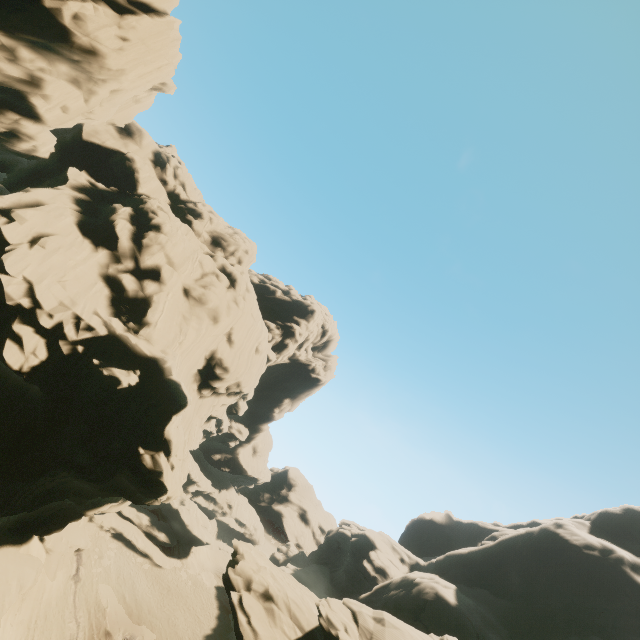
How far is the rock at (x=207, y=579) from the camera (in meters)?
44.77

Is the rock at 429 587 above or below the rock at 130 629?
above

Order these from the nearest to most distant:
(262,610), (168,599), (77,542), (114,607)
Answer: (262,610) < (114,607) < (77,542) < (168,599)

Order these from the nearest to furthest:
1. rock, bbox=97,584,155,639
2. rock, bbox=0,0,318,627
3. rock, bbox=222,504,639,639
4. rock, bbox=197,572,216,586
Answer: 1. rock, bbox=0,0,318,627
2. rock, bbox=222,504,639,639
3. rock, bbox=97,584,155,639
4. rock, bbox=197,572,216,586

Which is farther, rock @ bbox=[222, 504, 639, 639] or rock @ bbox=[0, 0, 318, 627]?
rock @ bbox=[222, 504, 639, 639]

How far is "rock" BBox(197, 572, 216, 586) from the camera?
44.8m
